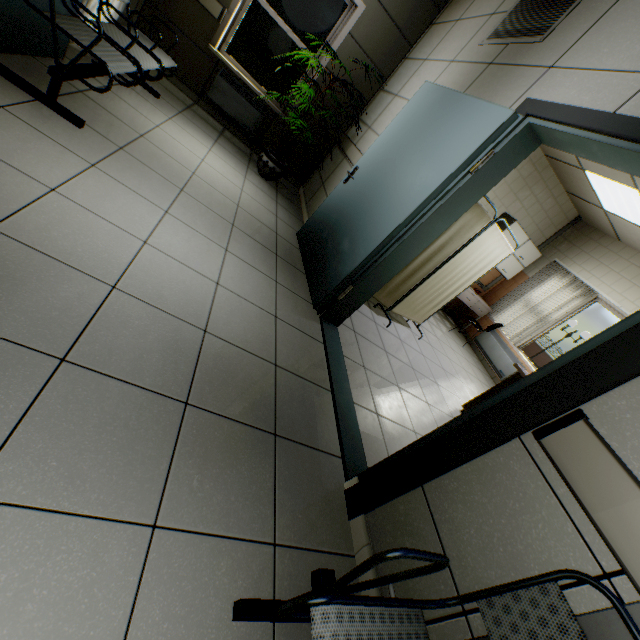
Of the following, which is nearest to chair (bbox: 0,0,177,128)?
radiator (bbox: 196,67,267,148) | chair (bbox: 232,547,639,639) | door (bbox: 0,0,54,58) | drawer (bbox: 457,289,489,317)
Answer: door (bbox: 0,0,54,58)

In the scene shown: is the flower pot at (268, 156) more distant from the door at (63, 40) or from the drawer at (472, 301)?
the drawer at (472, 301)

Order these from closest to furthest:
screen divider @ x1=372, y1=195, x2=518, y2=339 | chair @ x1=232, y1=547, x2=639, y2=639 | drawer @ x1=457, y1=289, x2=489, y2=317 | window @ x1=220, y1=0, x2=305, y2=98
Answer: chair @ x1=232, y1=547, x2=639, y2=639
screen divider @ x1=372, y1=195, x2=518, y2=339
window @ x1=220, y1=0, x2=305, y2=98
drawer @ x1=457, y1=289, x2=489, y2=317

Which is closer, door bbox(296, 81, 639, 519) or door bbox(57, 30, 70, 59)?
door bbox(296, 81, 639, 519)

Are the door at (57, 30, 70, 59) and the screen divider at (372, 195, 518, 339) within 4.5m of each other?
yes

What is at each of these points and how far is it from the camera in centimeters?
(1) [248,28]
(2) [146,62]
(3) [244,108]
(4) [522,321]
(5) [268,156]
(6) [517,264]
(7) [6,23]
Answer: (1) window, 445cm
(2) chair, 283cm
(3) radiator, 481cm
(4) blinds, 664cm
(5) flower pot, 449cm
(6) cabinet, 679cm
(7) door, 209cm

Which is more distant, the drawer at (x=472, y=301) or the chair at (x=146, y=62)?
the drawer at (x=472, y=301)

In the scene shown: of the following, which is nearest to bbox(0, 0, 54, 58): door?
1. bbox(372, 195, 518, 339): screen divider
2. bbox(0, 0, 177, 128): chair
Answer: bbox(0, 0, 177, 128): chair
